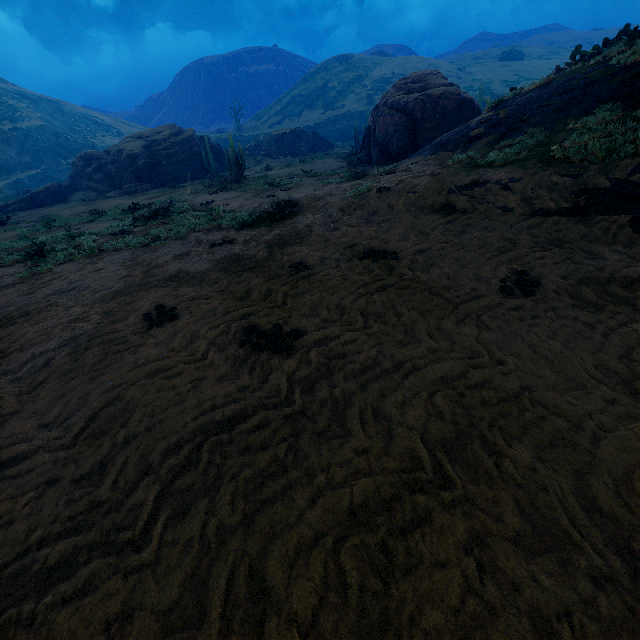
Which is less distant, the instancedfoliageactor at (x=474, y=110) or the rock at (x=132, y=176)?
the instancedfoliageactor at (x=474, y=110)

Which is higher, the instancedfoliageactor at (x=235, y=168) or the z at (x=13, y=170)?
the z at (x=13, y=170)

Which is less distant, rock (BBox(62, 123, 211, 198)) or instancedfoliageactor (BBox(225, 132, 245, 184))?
instancedfoliageactor (BBox(225, 132, 245, 184))

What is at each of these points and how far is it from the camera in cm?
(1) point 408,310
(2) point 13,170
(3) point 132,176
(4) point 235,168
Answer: (1) z, 400
(2) z, 4788
(3) rock, 2811
(4) instancedfoliageactor, 2020

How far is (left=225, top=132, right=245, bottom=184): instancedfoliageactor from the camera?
19.84m

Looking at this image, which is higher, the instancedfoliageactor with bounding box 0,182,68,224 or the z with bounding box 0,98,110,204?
the z with bounding box 0,98,110,204

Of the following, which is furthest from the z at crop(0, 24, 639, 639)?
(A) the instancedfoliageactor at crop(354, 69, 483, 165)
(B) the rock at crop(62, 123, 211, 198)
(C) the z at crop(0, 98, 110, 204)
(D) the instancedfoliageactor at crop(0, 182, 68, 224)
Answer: (C) the z at crop(0, 98, 110, 204)

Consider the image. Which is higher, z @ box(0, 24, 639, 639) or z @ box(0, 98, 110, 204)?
z @ box(0, 98, 110, 204)
